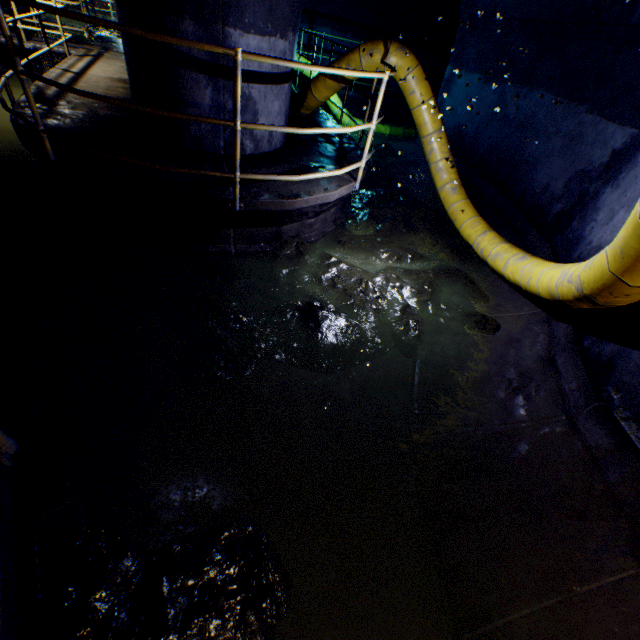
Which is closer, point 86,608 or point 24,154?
point 86,608

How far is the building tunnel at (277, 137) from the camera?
4.3 meters

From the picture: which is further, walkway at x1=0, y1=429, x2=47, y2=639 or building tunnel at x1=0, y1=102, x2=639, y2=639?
building tunnel at x1=0, y1=102, x2=639, y2=639

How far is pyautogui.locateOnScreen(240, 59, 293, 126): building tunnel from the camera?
3.8m
